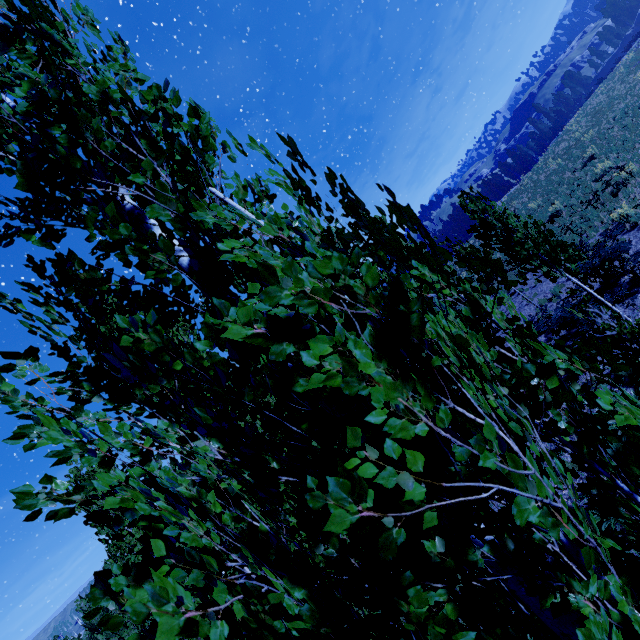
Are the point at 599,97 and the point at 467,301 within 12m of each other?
no

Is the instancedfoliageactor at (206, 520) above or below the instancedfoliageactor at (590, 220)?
above

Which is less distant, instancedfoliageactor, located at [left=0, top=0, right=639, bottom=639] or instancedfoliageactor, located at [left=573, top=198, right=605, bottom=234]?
instancedfoliageactor, located at [left=0, top=0, right=639, bottom=639]

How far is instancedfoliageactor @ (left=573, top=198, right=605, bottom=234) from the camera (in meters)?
14.89

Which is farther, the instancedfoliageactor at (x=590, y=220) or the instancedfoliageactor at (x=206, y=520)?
the instancedfoliageactor at (x=590, y=220)

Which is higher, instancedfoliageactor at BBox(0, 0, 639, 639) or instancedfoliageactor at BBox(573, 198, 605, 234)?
instancedfoliageactor at BBox(0, 0, 639, 639)
